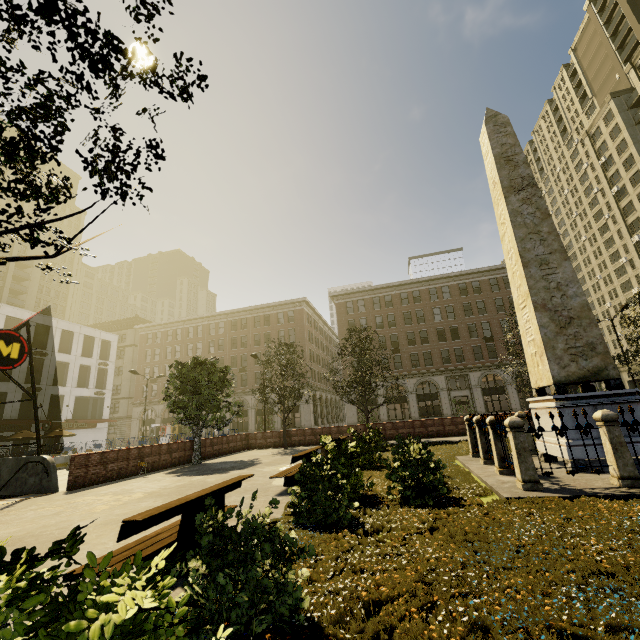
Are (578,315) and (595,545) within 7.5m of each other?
yes

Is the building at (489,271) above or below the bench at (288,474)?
above

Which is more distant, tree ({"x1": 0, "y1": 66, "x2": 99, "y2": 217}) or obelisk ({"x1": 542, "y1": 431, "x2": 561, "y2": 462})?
obelisk ({"x1": 542, "y1": 431, "x2": 561, "y2": 462})

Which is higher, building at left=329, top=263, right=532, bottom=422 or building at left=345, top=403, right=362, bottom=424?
building at left=329, top=263, right=532, bottom=422

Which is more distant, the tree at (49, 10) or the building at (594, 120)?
the building at (594, 120)

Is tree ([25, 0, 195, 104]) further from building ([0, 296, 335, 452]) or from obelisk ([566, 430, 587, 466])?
obelisk ([566, 430, 587, 466])

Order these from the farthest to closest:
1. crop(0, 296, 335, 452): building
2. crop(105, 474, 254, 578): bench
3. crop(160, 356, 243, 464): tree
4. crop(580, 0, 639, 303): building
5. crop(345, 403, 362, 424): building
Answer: crop(580, 0, 639, 303): building → crop(345, 403, 362, 424): building → crop(0, 296, 335, 452): building → crop(160, 356, 243, 464): tree → crop(105, 474, 254, 578): bench

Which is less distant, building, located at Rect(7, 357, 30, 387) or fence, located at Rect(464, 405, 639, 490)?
fence, located at Rect(464, 405, 639, 490)
